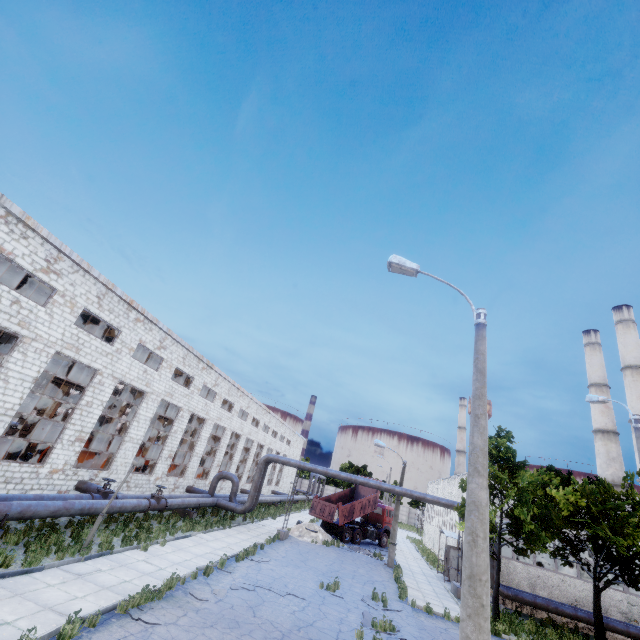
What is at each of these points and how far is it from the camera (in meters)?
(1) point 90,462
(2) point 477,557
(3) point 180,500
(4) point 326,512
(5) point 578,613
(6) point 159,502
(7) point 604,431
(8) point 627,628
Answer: (1) cable machine, 21.92
(2) lamp post, 5.51
(3) pipe, 20.25
(4) truck dump back, 28.45
(5) pipe, 19.02
(6) pipe valve, 18.12
(7) chimney, 40.66
(8) pipe, 18.44

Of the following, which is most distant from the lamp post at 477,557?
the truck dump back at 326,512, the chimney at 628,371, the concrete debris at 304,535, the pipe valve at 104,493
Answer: the chimney at 628,371

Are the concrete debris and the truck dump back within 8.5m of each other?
yes

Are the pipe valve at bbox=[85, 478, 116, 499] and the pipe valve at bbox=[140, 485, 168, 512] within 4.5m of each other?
yes

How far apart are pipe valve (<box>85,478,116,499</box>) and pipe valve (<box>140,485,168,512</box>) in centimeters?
115cm

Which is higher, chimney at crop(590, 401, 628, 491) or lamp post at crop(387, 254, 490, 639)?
chimney at crop(590, 401, 628, 491)

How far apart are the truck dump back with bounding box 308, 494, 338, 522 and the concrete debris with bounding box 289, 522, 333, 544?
0.6 meters

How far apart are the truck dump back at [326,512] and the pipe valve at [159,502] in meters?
14.5 m
